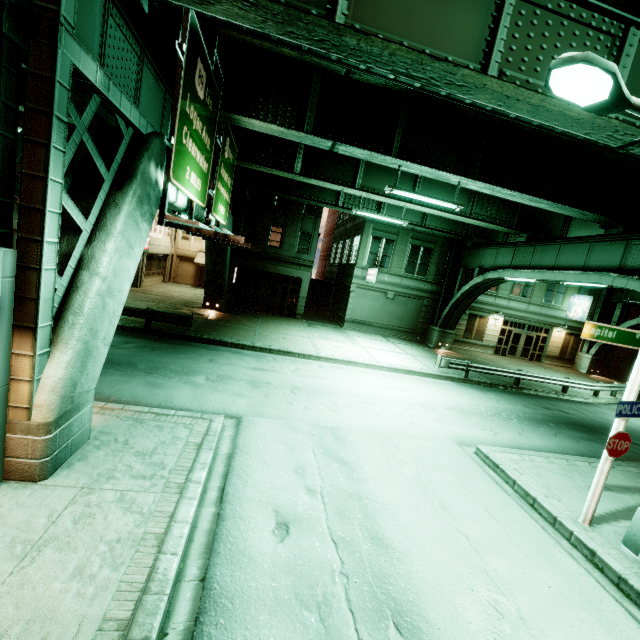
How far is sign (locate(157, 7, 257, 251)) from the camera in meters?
7.5 m

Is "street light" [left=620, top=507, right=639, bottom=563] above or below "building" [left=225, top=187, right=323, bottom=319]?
below

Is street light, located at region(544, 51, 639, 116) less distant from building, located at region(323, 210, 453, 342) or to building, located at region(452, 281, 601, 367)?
building, located at region(323, 210, 453, 342)

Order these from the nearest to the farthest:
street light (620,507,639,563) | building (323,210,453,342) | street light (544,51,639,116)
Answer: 1. street light (544,51,639,116)
2. street light (620,507,639,563)
3. building (323,210,453,342)

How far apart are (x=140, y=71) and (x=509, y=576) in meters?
13.0 m

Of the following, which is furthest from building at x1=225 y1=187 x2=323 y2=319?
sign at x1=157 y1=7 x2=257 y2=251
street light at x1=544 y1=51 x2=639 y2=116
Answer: street light at x1=544 y1=51 x2=639 y2=116

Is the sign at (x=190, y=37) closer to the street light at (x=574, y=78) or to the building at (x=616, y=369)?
the street light at (x=574, y=78)

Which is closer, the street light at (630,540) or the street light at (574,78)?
the street light at (574,78)
